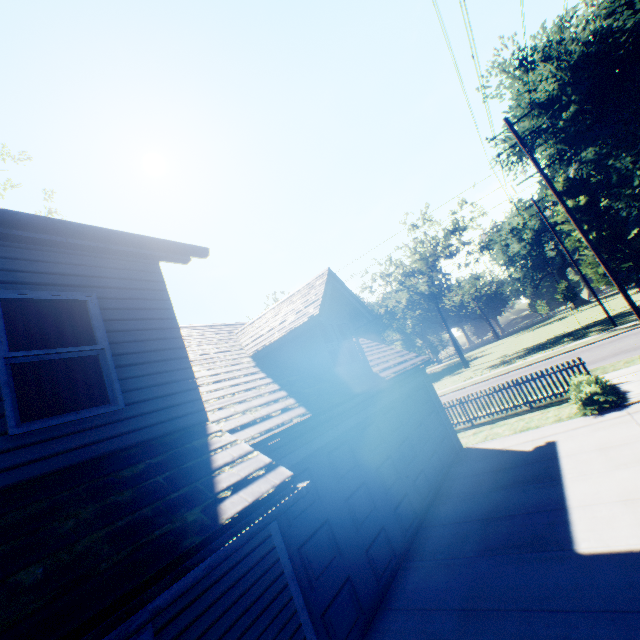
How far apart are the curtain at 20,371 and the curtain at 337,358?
5.23m

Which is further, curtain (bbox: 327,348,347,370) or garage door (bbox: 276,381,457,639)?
curtain (bbox: 327,348,347,370)

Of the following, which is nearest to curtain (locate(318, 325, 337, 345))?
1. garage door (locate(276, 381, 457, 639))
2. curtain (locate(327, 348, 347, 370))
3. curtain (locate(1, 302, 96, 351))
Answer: curtain (locate(327, 348, 347, 370))

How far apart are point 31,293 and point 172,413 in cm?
216

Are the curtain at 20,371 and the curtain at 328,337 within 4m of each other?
no

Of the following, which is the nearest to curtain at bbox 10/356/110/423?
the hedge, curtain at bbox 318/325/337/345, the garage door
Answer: the garage door

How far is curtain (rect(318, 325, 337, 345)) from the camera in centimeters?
885cm
